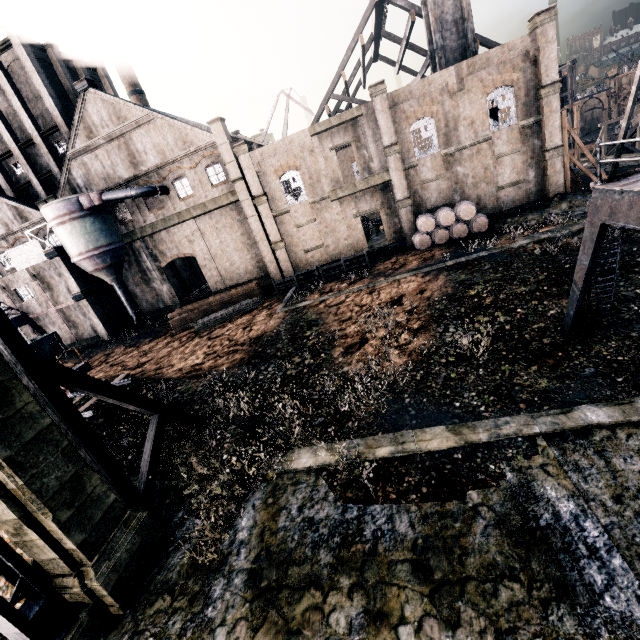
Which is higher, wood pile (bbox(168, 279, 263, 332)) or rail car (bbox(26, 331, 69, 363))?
rail car (bbox(26, 331, 69, 363))

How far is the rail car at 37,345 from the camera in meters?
18.4

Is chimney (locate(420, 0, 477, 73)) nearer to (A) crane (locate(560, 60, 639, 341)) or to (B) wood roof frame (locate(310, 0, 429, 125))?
(B) wood roof frame (locate(310, 0, 429, 125))

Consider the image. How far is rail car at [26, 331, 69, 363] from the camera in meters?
18.4

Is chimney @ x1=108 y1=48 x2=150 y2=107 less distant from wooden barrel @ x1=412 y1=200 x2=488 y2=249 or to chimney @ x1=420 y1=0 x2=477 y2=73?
chimney @ x1=420 y1=0 x2=477 y2=73

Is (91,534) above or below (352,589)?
above

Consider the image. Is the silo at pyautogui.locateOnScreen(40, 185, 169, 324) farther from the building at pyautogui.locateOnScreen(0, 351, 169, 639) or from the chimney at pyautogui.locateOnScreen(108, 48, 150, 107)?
the building at pyautogui.locateOnScreen(0, 351, 169, 639)

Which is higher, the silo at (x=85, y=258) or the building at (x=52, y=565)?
the silo at (x=85, y=258)
